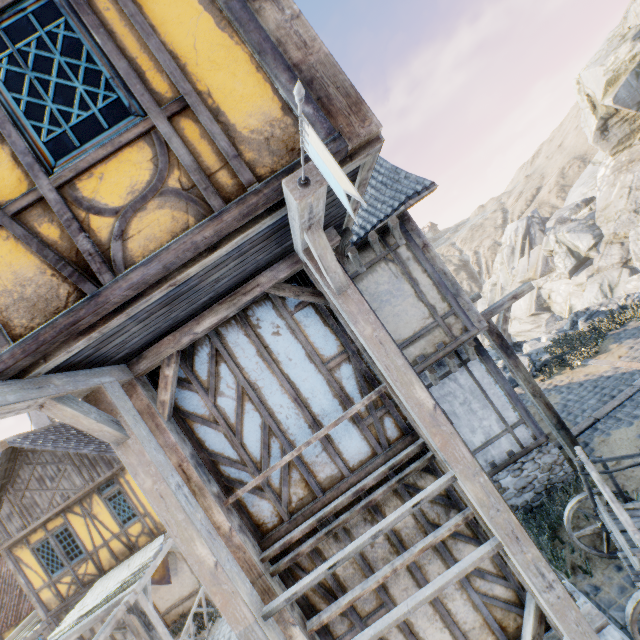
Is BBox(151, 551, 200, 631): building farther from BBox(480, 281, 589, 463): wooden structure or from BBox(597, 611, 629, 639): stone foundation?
BBox(480, 281, 589, 463): wooden structure

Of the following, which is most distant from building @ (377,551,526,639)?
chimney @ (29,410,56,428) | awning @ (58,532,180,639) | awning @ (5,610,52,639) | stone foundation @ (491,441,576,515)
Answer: chimney @ (29,410,56,428)

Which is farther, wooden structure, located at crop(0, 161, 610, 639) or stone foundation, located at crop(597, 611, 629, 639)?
stone foundation, located at crop(597, 611, 629, 639)

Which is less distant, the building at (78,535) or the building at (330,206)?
the building at (330,206)

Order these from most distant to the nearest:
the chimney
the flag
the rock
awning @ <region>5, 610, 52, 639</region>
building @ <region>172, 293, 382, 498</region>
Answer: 1. the rock
2. the chimney
3. awning @ <region>5, 610, 52, 639</region>
4. building @ <region>172, 293, 382, 498</region>
5. the flag

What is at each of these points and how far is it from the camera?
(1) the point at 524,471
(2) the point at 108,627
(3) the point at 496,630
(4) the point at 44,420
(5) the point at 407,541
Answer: (1) stone foundation, 7.0 meters
(2) street light, 7.6 meters
(3) building, 4.2 meters
(4) chimney, 16.7 meters
(5) building, 4.2 meters

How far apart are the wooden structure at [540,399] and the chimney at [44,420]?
19.31m

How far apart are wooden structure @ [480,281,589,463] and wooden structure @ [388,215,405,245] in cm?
239
